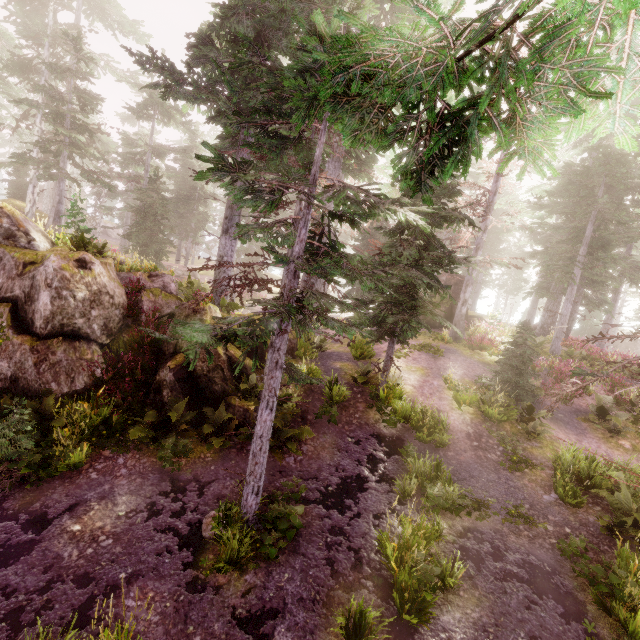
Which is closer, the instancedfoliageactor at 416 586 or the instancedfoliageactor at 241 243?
the instancedfoliageactor at 241 243

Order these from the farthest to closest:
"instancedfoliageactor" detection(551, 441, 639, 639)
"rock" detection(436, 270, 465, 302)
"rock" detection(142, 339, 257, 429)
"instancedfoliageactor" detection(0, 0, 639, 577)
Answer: "rock" detection(436, 270, 465, 302), "rock" detection(142, 339, 257, 429), "instancedfoliageactor" detection(551, 441, 639, 639), "instancedfoliageactor" detection(0, 0, 639, 577)

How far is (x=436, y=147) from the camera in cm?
271

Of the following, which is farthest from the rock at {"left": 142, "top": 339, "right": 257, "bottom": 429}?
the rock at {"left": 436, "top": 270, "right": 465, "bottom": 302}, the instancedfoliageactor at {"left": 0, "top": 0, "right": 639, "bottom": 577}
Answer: the rock at {"left": 436, "top": 270, "right": 465, "bottom": 302}

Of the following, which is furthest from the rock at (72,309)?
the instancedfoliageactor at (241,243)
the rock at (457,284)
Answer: the rock at (457,284)

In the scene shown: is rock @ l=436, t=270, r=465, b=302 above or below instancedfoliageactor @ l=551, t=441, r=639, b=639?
above

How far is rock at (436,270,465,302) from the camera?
23.6 meters
